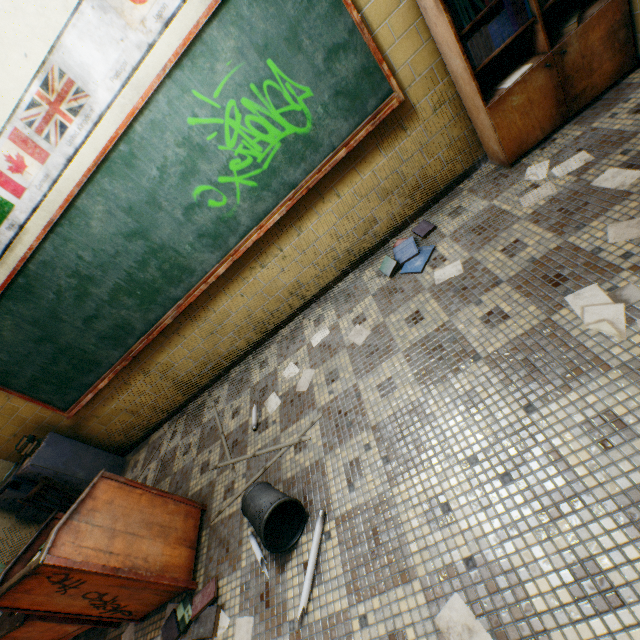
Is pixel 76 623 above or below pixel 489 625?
above

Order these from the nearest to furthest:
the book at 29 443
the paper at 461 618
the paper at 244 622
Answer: the paper at 461 618 → the paper at 244 622 → the book at 29 443

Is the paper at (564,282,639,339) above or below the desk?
below

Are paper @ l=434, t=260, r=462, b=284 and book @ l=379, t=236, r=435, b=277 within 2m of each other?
yes

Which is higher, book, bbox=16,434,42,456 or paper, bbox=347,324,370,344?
book, bbox=16,434,42,456

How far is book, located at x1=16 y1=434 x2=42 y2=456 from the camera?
3.8 meters

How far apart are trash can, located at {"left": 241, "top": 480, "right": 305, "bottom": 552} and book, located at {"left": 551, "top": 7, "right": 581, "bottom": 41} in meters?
3.6 m

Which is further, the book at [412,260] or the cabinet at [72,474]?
the cabinet at [72,474]
